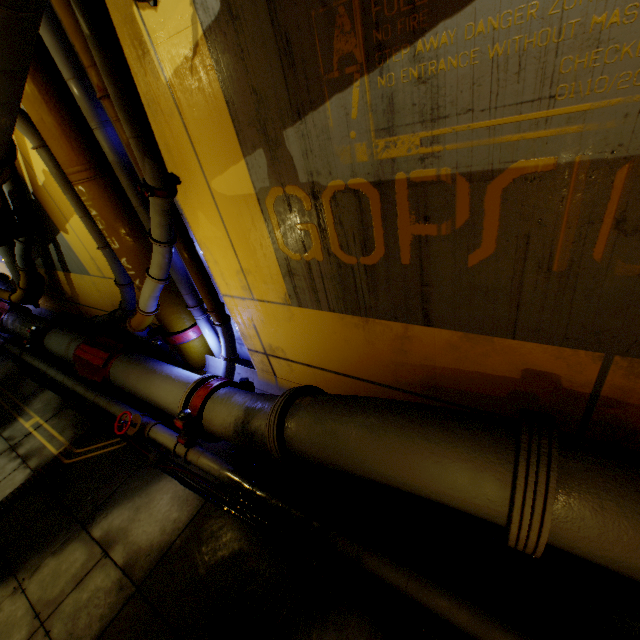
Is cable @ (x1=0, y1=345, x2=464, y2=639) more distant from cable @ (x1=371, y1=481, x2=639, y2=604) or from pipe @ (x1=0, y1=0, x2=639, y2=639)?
cable @ (x1=371, y1=481, x2=639, y2=604)

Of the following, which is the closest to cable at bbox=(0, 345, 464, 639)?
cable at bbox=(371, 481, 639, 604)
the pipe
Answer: the pipe

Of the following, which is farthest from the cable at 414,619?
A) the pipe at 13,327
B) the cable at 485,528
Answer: the cable at 485,528

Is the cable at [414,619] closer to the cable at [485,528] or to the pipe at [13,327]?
the pipe at [13,327]

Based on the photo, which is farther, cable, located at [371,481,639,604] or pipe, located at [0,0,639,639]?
cable, located at [371,481,639,604]

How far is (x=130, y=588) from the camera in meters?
3.6 m

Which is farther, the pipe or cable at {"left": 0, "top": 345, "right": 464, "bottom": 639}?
cable at {"left": 0, "top": 345, "right": 464, "bottom": 639}

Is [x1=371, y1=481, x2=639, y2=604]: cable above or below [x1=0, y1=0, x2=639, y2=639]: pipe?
below
